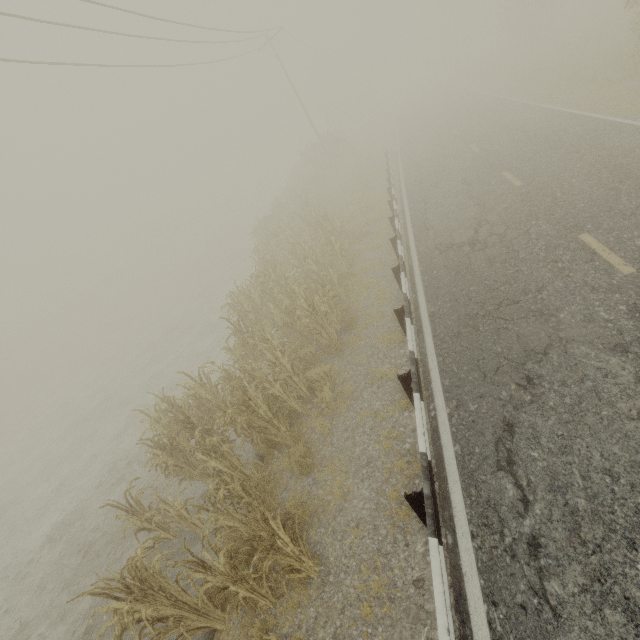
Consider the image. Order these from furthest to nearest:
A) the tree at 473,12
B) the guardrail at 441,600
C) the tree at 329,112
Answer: the tree at 473,12 → the tree at 329,112 → the guardrail at 441,600

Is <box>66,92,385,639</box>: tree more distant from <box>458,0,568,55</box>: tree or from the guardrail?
<box>458,0,568,55</box>: tree

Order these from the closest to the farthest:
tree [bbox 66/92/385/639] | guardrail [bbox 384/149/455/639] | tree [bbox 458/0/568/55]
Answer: guardrail [bbox 384/149/455/639]
tree [bbox 66/92/385/639]
tree [bbox 458/0/568/55]

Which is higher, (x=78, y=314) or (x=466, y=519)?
(x=466, y=519)

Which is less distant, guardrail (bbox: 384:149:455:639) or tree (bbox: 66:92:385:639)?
guardrail (bbox: 384:149:455:639)

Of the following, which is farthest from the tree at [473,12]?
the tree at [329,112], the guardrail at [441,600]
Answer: the guardrail at [441,600]

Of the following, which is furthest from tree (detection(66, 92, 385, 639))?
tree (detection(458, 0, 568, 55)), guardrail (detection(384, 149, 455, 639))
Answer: tree (detection(458, 0, 568, 55))
